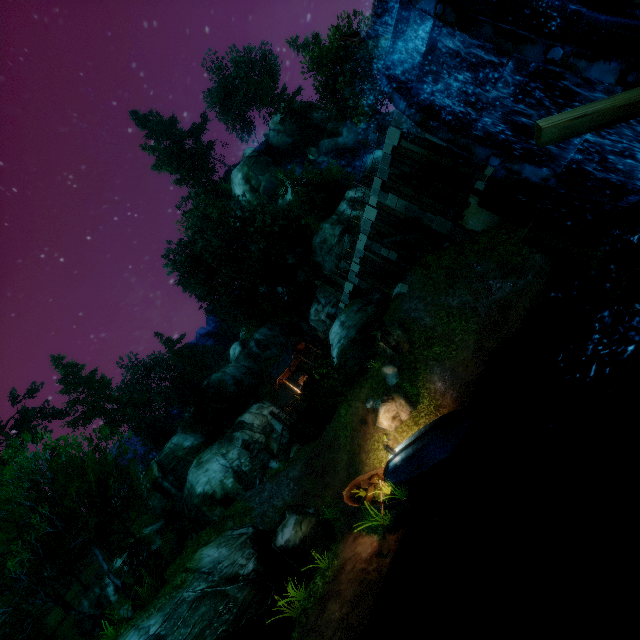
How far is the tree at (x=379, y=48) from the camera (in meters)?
35.66

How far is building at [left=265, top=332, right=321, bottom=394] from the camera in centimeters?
3244cm

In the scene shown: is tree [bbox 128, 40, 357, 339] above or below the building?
above

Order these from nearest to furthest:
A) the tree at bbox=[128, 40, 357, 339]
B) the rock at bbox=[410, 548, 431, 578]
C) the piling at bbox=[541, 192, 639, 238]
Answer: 1. the piling at bbox=[541, 192, 639, 238]
2. the rock at bbox=[410, 548, 431, 578]
3. the tree at bbox=[128, 40, 357, 339]

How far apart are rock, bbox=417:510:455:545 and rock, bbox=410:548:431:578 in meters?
0.2

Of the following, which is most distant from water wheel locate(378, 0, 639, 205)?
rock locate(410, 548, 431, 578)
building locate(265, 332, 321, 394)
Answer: building locate(265, 332, 321, 394)

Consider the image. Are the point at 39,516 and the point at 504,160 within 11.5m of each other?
no

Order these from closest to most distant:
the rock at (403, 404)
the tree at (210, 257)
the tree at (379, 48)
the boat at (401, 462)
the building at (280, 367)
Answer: the boat at (401, 462), the rock at (403, 404), the tree at (210, 257), the building at (280, 367), the tree at (379, 48)
